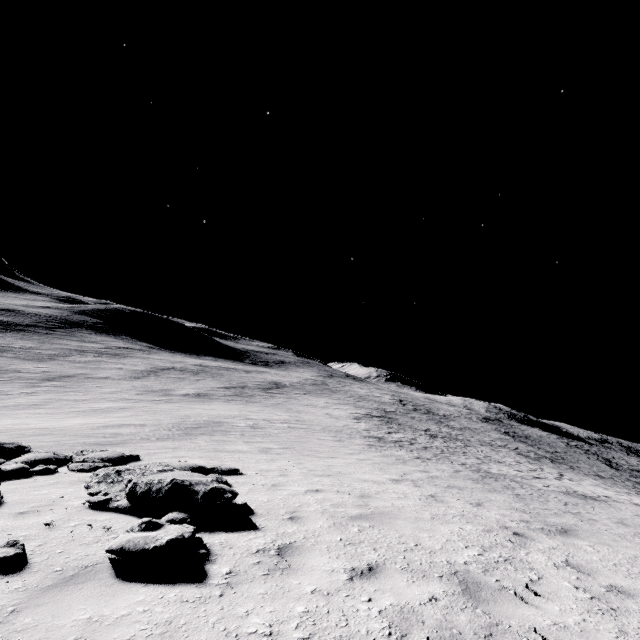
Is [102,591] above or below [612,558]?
below
